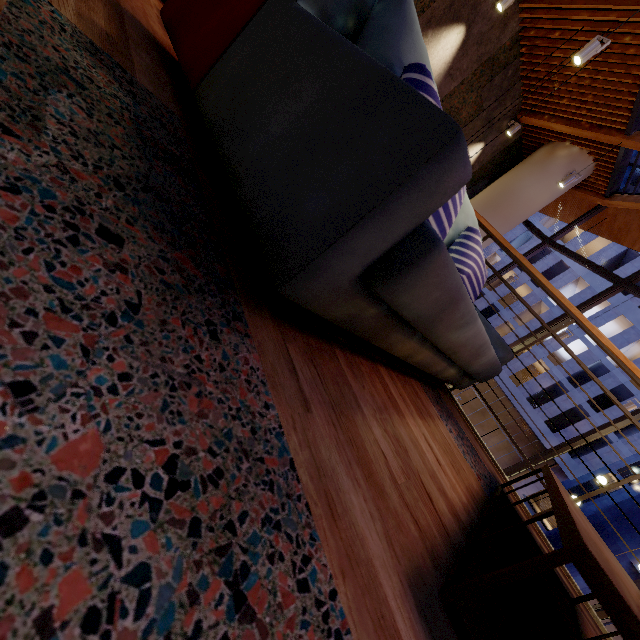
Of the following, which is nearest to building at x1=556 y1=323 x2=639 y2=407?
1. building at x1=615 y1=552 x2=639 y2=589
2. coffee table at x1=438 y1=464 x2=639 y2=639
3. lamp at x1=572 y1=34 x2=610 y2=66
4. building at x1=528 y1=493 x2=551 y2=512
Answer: building at x1=615 y1=552 x2=639 y2=589

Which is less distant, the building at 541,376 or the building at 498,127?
the building at 498,127

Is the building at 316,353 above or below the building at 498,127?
below

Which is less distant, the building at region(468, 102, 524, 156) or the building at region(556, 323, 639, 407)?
the building at region(468, 102, 524, 156)

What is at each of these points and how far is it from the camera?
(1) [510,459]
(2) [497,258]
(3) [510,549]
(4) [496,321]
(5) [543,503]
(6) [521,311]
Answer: (1) building, 31.5 meters
(2) building, 30.8 meters
(3) building, 1.4 meters
(4) building, 28.2 meters
(5) building, 47.6 meters
(6) building, 27.4 meters

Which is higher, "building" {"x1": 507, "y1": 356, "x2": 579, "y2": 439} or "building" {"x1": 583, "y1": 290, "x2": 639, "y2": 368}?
"building" {"x1": 583, "y1": 290, "x2": 639, "y2": 368}

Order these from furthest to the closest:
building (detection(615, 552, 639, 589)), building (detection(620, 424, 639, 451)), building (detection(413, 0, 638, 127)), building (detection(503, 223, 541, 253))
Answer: building (detection(503, 223, 541, 253)), building (detection(620, 424, 639, 451)), building (detection(615, 552, 639, 589)), building (detection(413, 0, 638, 127))

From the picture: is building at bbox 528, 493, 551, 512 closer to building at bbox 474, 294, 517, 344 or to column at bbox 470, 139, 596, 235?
building at bbox 474, 294, 517, 344
